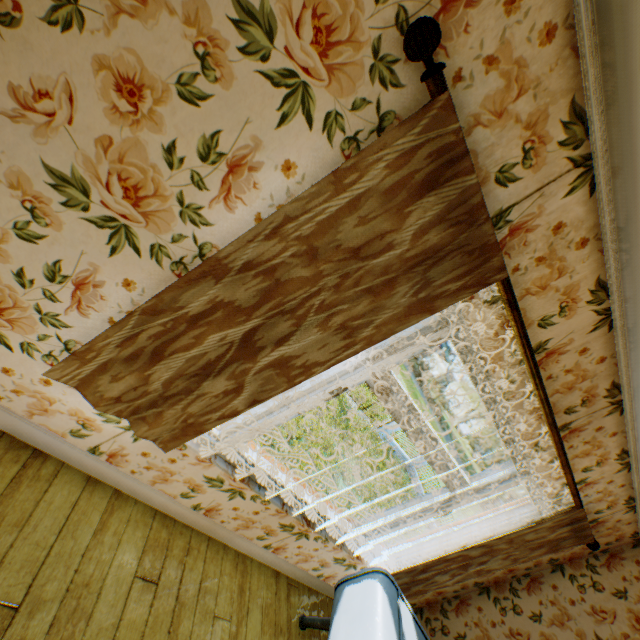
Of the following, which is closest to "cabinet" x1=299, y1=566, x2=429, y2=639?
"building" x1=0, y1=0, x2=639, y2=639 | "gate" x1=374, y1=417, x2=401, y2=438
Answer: "building" x1=0, y1=0, x2=639, y2=639

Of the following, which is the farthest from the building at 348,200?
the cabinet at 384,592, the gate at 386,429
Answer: the gate at 386,429

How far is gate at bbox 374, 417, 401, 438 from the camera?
23.84m

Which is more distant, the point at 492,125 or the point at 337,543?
the point at 337,543

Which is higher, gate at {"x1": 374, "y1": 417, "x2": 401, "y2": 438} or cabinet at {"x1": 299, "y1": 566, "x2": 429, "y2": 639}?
cabinet at {"x1": 299, "y1": 566, "x2": 429, "y2": 639}

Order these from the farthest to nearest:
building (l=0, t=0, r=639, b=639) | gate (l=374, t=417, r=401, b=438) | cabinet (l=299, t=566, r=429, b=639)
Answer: gate (l=374, t=417, r=401, b=438)
cabinet (l=299, t=566, r=429, b=639)
building (l=0, t=0, r=639, b=639)

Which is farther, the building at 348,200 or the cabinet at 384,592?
the cabinet at 384,592

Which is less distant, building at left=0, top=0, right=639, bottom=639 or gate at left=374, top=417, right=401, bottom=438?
building at left=0, top=0, right=639, bottom=639
